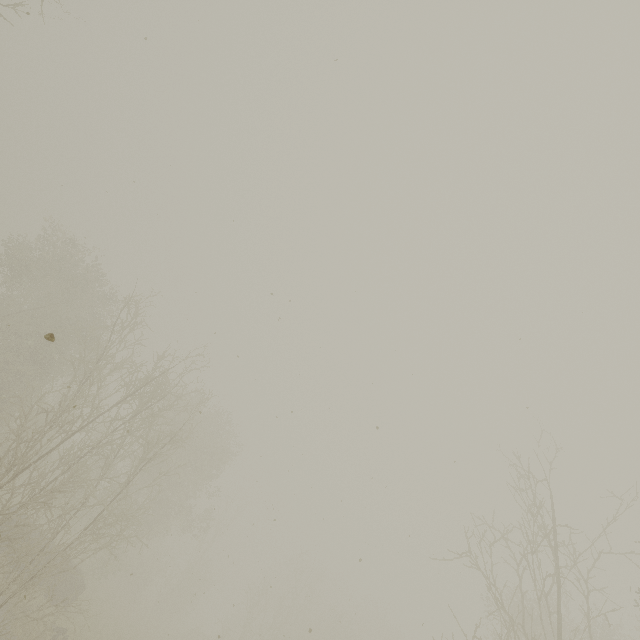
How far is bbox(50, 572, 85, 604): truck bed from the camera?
17.30m

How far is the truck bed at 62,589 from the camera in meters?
17.3 m

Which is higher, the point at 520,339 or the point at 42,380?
the point at 520,339
